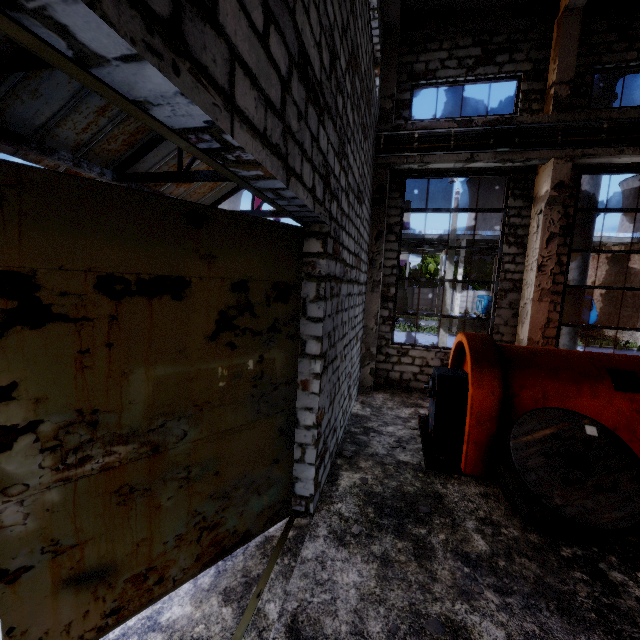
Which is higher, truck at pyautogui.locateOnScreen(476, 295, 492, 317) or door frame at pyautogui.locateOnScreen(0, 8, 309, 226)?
door frame at pyautogui.locateOnScreen(0, 8, 309, 226)

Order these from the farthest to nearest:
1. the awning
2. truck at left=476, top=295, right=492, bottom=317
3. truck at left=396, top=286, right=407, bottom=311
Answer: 1. truck at left=396, top=286, right=407, bottom=311
2. truck at left=476, top=295, right=492, bottom=317
3. the awning

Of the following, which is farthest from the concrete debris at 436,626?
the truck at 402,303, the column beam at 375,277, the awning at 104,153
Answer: the truck at 402,303

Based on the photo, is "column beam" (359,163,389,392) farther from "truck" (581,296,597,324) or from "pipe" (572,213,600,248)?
"truck" (581,296,597,324)

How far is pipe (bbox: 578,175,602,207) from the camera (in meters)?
9.23

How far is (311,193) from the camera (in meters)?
3.10

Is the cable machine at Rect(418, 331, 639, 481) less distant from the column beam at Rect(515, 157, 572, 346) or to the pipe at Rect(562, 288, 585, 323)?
the column beam at Rect(515, 157, 572, 346)

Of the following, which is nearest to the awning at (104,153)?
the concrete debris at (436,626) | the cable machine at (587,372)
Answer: the cable machine at (587,372)
